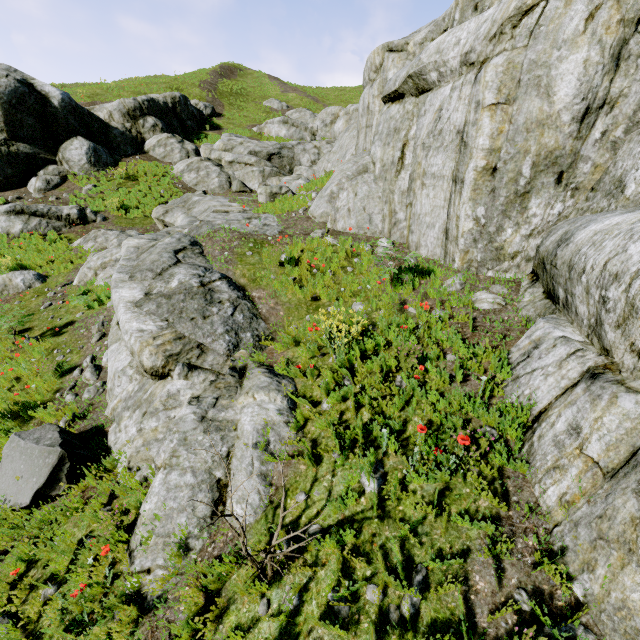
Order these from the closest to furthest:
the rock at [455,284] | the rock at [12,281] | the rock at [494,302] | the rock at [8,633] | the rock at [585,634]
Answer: the rock at [585,634] → the rock at [8,633] → the rock at [494,302] → the rock at [455,284] → the rock at [12,281]

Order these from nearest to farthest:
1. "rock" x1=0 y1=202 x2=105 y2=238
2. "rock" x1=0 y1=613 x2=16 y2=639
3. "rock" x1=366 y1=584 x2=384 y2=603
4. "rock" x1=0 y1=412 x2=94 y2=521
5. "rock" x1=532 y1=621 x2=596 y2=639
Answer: "rock" x1=532 y1=621 x2=596 y2=639
"rock" x1=366 y1=584 x2=384 y2=603
"rock" x1=0 y1=613 x2=16 y2=639
"rock" x1=0 y1=412 x2=94 y2=521
"rock" x1=0 y1=202 x2=105 y2=238

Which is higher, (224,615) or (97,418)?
(224,615)

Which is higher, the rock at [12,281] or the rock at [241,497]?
the rock at [241,497]

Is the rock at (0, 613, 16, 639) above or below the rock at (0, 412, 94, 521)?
below

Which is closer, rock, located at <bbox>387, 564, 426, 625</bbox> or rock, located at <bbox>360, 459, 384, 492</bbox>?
rock, located at <bbox>387, 564, 426, 625</bbox>
